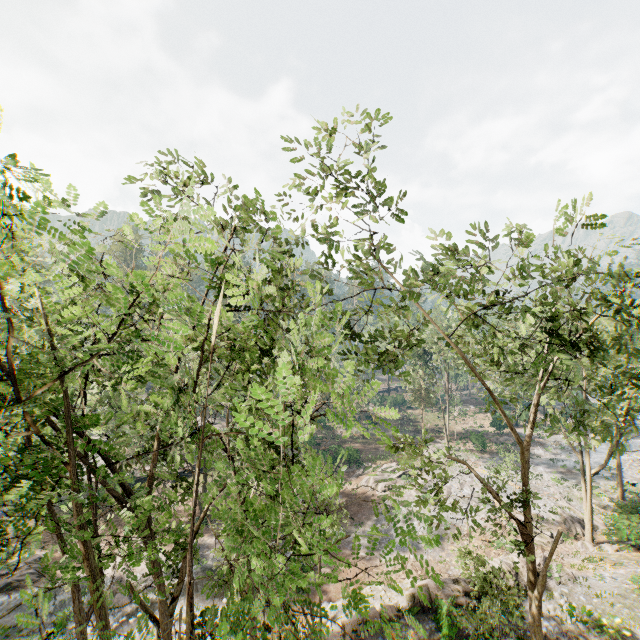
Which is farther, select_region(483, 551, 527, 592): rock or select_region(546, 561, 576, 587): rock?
select_region(546, 561, 576, 587): rock

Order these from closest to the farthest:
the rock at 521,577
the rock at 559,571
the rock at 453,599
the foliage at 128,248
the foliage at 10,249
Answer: the foliage at 10,249 → the foliage at 128,248 → the rock at 453,599 → the rock at 521,577 → the rock at 559,571

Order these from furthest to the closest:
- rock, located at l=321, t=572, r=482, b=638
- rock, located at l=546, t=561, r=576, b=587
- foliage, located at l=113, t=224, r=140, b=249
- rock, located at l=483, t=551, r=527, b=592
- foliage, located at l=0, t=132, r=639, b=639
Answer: rock, located at l=546, t=561, r=576, b=587 → rock, located at l=483, t=551, r=527, b=592 → rock, located at l=321, t=572, r=482, b=638 → foliage, located at l=113, t=224, r=140, b=249 → foliage, located at l=0, t=132, r=639, b=639

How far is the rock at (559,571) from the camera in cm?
1983

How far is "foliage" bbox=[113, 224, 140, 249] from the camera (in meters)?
5.31

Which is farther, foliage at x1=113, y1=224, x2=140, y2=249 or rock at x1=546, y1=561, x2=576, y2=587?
rock at x1=546, y1=561, x2=576, y2=587

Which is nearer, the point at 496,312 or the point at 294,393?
the point at 294,393
